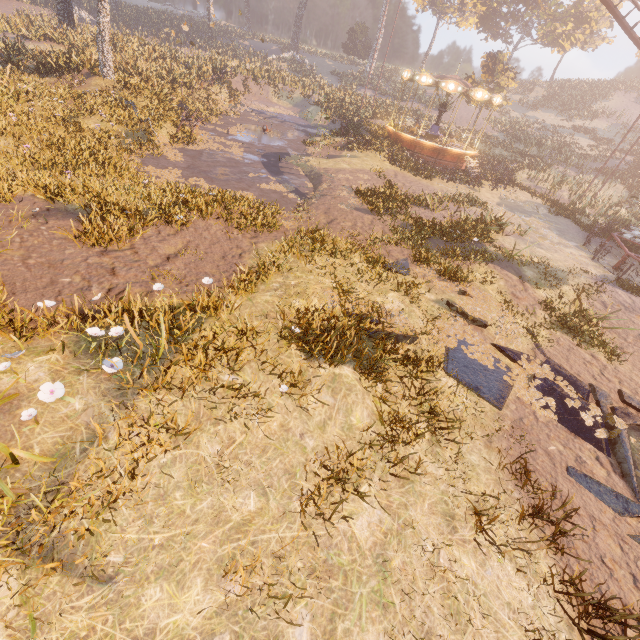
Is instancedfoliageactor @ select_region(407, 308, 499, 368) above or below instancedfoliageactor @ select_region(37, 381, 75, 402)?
below

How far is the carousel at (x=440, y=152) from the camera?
22.0m

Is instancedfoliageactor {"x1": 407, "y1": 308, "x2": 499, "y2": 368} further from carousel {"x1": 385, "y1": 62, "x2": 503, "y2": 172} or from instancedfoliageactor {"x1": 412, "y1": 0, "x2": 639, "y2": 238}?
instancedfoliageactor {"x1": 412, "y1": 0, "x2": 639, "y2": 238}

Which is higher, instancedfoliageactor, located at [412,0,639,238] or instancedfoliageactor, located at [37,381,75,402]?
instancedfoliageactor, located at [412,0,639,238]

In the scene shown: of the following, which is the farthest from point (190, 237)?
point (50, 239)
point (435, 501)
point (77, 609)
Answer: point (435, 501)

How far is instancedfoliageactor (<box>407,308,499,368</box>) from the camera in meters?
7.6 m

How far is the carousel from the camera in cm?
2196

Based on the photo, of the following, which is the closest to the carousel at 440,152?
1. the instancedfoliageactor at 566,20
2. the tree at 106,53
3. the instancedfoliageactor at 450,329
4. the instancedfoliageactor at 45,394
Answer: the instancedfoliageactor at 566,20
